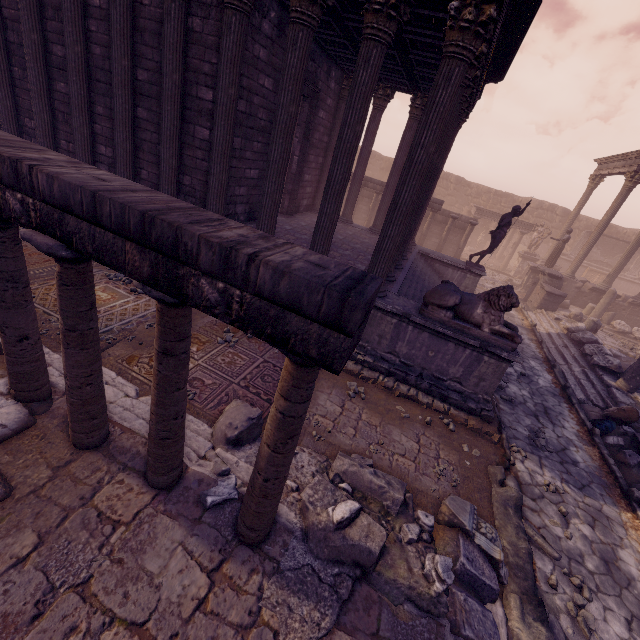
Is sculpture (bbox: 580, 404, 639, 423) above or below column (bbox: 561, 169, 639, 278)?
below

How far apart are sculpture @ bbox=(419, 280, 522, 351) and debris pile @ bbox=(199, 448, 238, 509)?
3.1 meters

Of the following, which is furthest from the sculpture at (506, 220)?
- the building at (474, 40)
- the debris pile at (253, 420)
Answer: the debris pile at (253, 420)

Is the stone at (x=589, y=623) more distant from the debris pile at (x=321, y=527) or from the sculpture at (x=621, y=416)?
the sculpture at (x=621, y=416)

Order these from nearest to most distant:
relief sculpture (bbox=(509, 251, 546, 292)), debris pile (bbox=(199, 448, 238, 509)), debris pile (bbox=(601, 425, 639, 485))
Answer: debris pile (bbox=(199, 448, 238, 509)) < debris pile (bbox=(601, 425, 639, 485)) < relief sculpture (bbox=(509, 251, 546, 292))

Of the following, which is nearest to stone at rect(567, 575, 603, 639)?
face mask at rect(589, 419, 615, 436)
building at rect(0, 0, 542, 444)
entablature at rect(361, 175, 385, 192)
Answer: building at rect(0, 0, 542, 444)

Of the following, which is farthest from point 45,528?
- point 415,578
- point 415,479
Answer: point 415,479

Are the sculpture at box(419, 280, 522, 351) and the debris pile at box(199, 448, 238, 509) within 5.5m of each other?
yes
